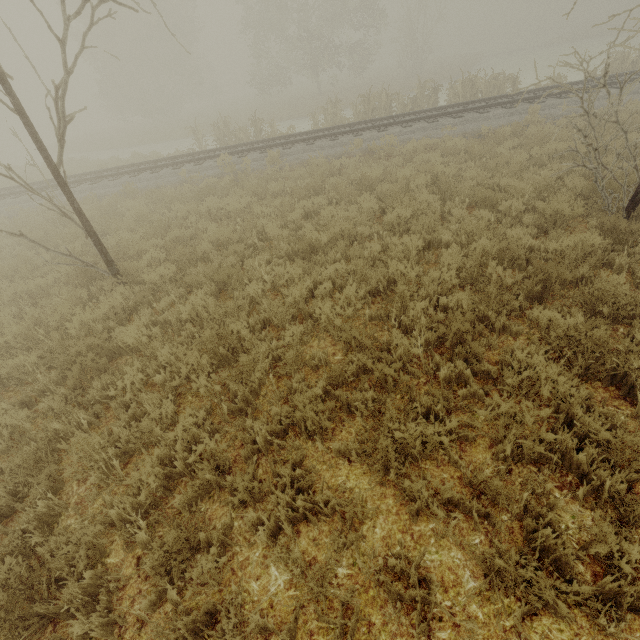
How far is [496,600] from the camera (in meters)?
2.44
